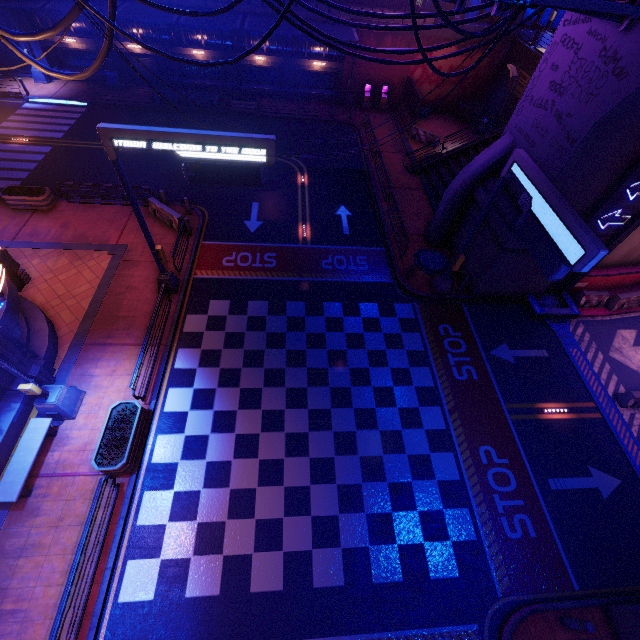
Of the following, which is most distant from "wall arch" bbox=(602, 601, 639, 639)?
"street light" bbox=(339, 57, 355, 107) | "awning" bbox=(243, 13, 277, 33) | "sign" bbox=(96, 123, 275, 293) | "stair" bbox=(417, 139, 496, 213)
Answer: "street light" bbox=(339, 57, 355, 107)

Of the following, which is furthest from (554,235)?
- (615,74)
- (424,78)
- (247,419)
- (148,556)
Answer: (424,78)

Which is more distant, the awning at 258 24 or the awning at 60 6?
the awning at 258 24

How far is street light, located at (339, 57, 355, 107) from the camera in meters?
27.8 m

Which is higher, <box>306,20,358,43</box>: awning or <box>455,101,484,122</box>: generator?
<box>306,20,358,43</box>: awning

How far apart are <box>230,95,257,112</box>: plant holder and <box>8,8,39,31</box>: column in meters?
15.3 m

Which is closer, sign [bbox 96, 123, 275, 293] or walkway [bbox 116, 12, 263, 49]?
sign [bbox 96, 123, 275, 293]

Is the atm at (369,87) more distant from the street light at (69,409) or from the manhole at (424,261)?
the street light at (69,409)
